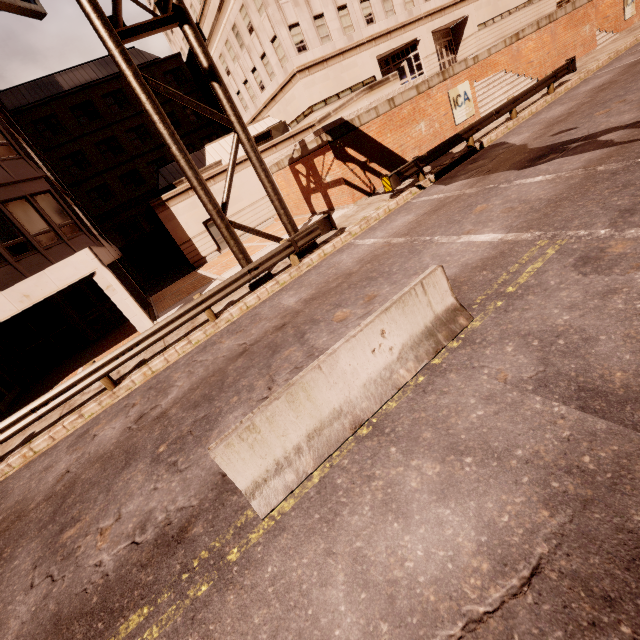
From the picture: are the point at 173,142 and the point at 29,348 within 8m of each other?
no

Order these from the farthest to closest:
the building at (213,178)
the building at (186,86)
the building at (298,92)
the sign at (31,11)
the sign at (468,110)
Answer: the building at (186,86), the building at (298,92), the building at (213,178), the sign at (468,110), the sign at (31,11)

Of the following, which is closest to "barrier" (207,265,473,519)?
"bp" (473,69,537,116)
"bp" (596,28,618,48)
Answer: "bp" (473,69,537,116)

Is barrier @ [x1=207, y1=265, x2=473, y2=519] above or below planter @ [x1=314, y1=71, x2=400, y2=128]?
below

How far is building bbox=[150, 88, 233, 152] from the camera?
36.1m

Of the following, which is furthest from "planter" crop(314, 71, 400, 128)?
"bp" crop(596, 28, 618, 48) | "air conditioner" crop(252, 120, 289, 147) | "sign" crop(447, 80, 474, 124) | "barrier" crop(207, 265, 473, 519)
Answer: "bp" crop(596, 28, 618, 48)

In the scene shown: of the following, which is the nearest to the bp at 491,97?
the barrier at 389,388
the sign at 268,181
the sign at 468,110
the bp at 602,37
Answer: the sign at 468,110

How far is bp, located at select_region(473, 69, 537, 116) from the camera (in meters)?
20.03
